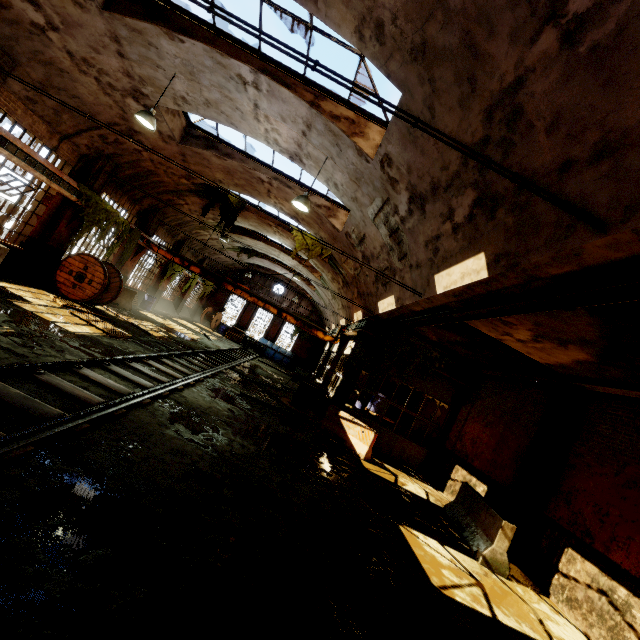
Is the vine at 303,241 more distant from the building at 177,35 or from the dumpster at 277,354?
the dumpster at 277,354

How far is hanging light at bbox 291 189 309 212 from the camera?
8.6 meters

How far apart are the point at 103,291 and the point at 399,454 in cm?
1435

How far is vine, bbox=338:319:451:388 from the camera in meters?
13.1 m

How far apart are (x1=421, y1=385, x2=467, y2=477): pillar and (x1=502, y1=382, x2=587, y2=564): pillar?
4.6 meters

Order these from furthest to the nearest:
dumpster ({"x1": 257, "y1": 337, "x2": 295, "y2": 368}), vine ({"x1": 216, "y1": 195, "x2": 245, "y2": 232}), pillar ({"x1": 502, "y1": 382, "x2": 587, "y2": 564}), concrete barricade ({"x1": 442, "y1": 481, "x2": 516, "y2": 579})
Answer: dumpster ({"x1": 257, "y1": 337, "x2": 295, "y2": 368})
vine ({"x1": 216, "y1": 195, "x2": 245, "y2": 232})
pillar ({"x1": 502, "y1": 382, "x2": 587, "y2": 564})
concrete barricade ({"x1": 442, "y1": 481, "x2": 516, "y2": 579})

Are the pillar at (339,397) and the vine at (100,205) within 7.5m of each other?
no

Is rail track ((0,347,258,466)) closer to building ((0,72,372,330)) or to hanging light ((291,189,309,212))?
building ((0,72,372,330))
